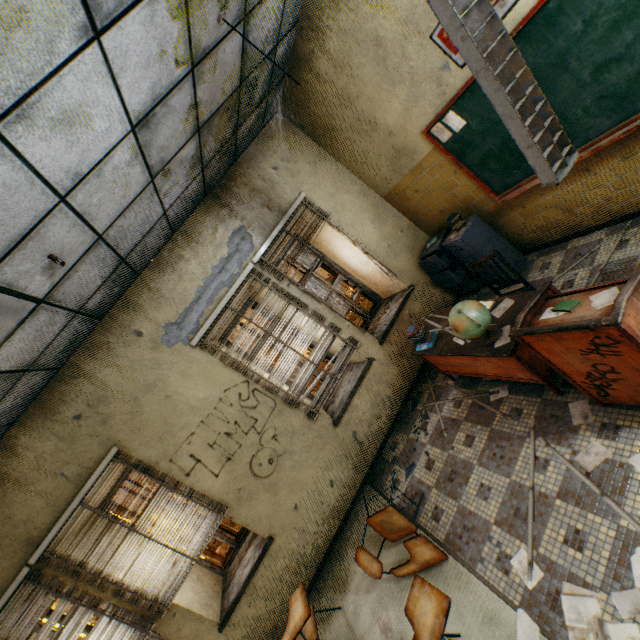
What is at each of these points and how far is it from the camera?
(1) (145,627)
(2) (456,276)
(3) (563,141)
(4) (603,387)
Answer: (1) blinds, 3.5 meters
(2) cabinet, 4.7 meters
(3) lamp, 1.8 meters
(4) podium, 2.3 meters

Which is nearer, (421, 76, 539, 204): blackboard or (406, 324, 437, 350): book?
(421, 76, 539, 204): blackboard

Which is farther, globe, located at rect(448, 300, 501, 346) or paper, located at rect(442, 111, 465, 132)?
paper, located at rect(442, 111, 465, 132)

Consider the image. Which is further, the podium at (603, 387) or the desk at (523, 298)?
the desk at (523, 298)

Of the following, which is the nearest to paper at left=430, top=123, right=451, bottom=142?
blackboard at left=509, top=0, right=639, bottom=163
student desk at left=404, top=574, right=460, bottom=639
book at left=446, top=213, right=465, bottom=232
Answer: blackboard at left=509, top=0, right=639, bottom=163

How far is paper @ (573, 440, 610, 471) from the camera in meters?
2.3

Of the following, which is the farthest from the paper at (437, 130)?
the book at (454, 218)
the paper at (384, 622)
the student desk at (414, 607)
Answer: the paper at (384, 622)

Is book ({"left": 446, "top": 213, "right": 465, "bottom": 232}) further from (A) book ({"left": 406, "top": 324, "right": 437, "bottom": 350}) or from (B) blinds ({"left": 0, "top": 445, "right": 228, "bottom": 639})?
(B) blinds ({"left": 0, "top": 445, "right": 228, "bottom": 639})
